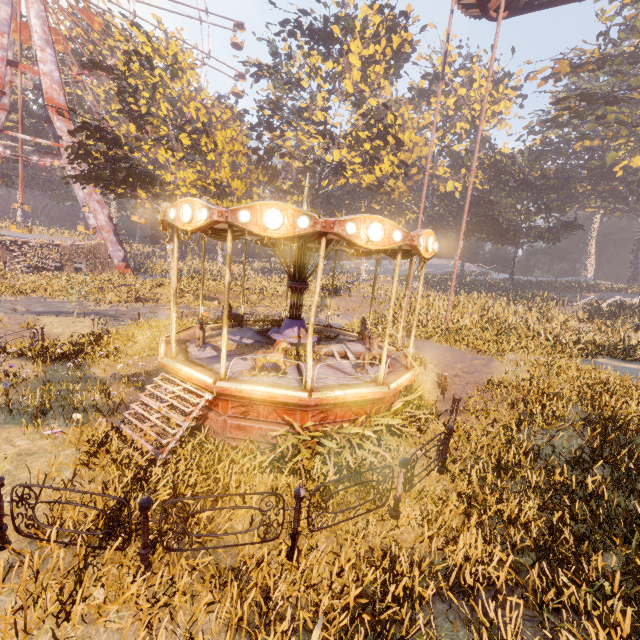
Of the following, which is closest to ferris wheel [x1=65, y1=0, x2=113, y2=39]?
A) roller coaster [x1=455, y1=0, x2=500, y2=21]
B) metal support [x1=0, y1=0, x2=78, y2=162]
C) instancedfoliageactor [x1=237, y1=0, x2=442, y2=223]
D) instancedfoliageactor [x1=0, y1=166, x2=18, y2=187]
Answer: metal support [x1=0, y1=0, x2=78, y2=162]

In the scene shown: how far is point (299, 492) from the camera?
4.5 meters

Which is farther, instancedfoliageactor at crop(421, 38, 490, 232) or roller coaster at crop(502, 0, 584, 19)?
instancedfoliageactor at crop(421, 38, 490, 232)

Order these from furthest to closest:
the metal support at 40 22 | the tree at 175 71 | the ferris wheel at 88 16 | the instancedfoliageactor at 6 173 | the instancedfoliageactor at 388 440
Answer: the instancedfoliageactor at 6 173
the ferris wheel at 88 16
the metal support at 40 22
the tree at 175 71
the instancedfoliageactor at 388 440

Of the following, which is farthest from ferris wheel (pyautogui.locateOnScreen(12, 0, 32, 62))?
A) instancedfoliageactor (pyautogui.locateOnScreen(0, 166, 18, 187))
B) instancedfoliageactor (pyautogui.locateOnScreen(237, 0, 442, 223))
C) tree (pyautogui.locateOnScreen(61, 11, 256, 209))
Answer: instancedfoliageactor (pyautogui.locateOnScreen(237, 0, 442, 223))

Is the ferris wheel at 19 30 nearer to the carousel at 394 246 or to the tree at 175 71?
the tree at 175 71

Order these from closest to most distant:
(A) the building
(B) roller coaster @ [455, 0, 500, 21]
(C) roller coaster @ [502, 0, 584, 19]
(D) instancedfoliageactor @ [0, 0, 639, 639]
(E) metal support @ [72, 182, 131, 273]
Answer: (D) instancedfoliageactor @ [0, 0, 639, 639] → (B) roller coaster @ [455, 0, 500, 21] → (C) roller coaster @ [502, 0, 584, 19] → (A) the building → (E) metal support @ [72, 182, 131, 273]

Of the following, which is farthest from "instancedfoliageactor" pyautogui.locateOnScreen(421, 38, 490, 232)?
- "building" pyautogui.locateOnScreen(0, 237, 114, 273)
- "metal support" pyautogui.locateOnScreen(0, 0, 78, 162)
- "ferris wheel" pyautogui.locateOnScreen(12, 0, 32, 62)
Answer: "building" pyautogui.locateOnScreen(0, 237, 114, 273)
